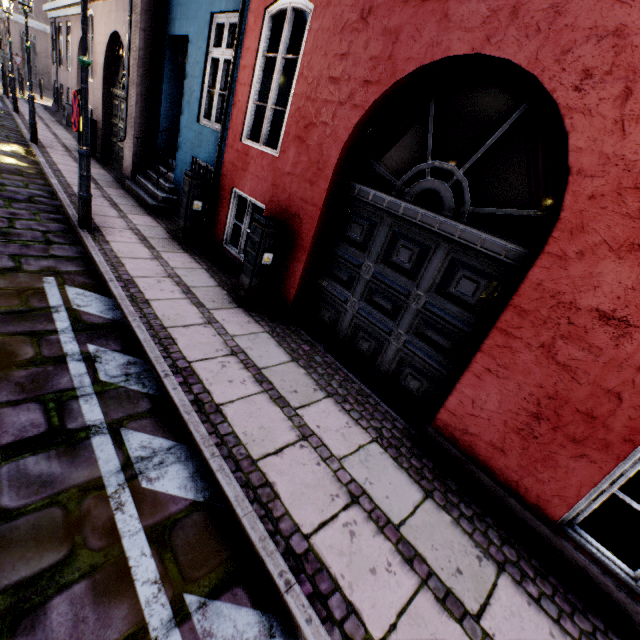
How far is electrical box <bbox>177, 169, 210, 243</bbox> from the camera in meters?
5.8

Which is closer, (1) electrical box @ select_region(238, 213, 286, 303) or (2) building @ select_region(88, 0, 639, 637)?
(2) building @ select_region(88, 0, 639, 637)

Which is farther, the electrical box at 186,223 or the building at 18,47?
the building at 18,47

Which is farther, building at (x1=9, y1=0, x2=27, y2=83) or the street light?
building at (x1=9, y1=0, x2=27, y2=83)

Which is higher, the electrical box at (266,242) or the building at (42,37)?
the building at (42,37)

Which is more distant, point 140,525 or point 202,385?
point 202,385

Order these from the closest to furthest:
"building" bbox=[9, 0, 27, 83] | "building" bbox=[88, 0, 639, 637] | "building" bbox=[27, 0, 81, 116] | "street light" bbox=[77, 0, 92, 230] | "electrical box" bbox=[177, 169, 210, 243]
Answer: "building" bbox=[88, 0, 639, 637] → "street light" bbox=[77, 0, 92, 230] → "electrical box" bbox=[177, 169, 210, 243] → "building" bbox=[27, 0, 81, 116] → "building" bbox=[9, 0, 27, 83]

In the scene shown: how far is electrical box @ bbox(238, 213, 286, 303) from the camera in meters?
4.4
